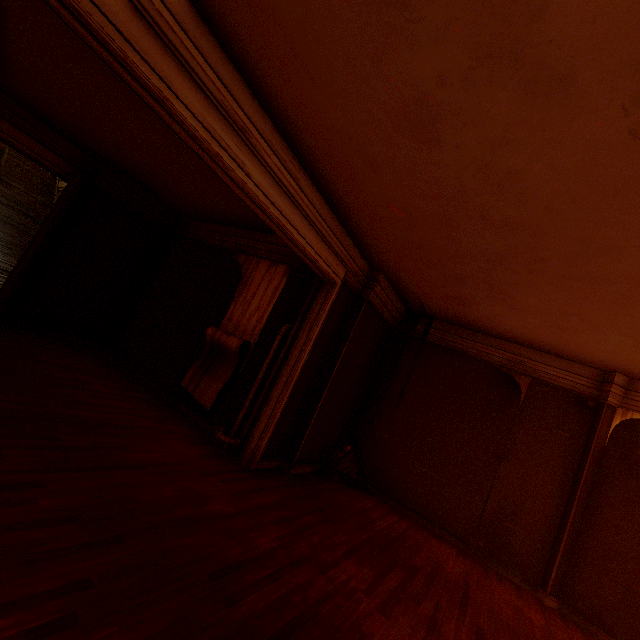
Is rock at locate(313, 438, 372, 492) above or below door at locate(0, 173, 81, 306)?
below

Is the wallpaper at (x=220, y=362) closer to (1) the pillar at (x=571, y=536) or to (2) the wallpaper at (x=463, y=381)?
(2) the wallpaper at (x=463, y=381)

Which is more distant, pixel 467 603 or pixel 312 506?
pixel 312 506

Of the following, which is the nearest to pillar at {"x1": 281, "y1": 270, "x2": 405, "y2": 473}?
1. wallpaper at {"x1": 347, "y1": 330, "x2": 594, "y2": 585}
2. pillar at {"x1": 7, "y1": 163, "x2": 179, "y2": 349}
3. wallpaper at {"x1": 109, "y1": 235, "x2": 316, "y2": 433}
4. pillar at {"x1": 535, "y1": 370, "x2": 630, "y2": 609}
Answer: wallpaper at {"x1": 347, "y1": 330, "x2": 594, "y2": 585}

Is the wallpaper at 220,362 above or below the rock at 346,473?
above

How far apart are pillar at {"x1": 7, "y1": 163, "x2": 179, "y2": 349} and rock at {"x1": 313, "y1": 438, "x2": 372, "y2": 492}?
5.93m

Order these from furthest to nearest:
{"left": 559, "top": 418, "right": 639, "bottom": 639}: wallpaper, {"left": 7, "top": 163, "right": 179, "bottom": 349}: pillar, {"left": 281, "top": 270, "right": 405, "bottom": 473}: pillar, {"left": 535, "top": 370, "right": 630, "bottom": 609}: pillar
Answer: {"left": 7, "top": 163, "right": 179, "bottom": 349}: pillar → {"left": 281, "top": 270, "right": 405, "bottom": 473}: pillar → {"left": 535, "top": 370, "right": 630, "bottom": 609}: pillar → {"left": 559, "top": 418, "right": 639, "bottom": 639}: wallpaper

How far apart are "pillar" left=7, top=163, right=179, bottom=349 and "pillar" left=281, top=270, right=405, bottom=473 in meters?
5.4 m
